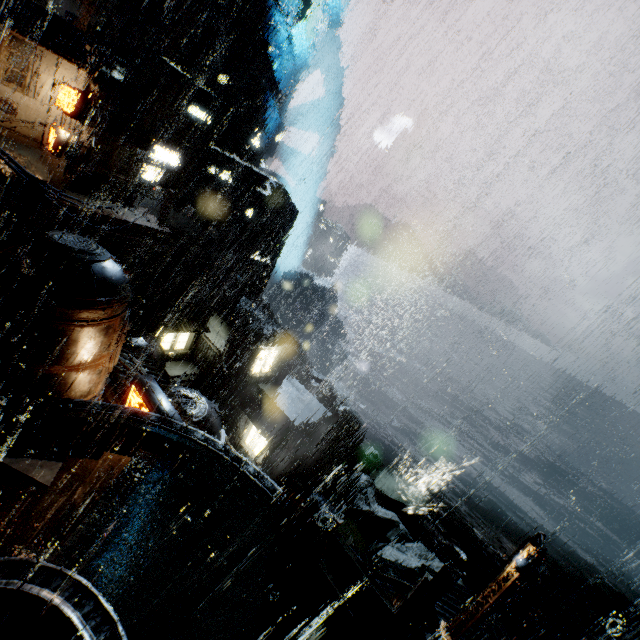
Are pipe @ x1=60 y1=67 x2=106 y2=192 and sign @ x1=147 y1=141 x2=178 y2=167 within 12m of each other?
yes

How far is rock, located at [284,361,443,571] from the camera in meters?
40.9 m

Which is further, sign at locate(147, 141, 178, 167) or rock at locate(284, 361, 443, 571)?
rock at locate(284, 361, 443, 571)

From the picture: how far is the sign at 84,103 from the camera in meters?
18.6 m

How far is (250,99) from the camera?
49.56m

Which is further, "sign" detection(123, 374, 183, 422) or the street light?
"sign" detection(123, 374, 183, 422)

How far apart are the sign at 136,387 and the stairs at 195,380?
20.7m

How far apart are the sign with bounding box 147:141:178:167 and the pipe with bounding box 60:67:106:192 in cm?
671
